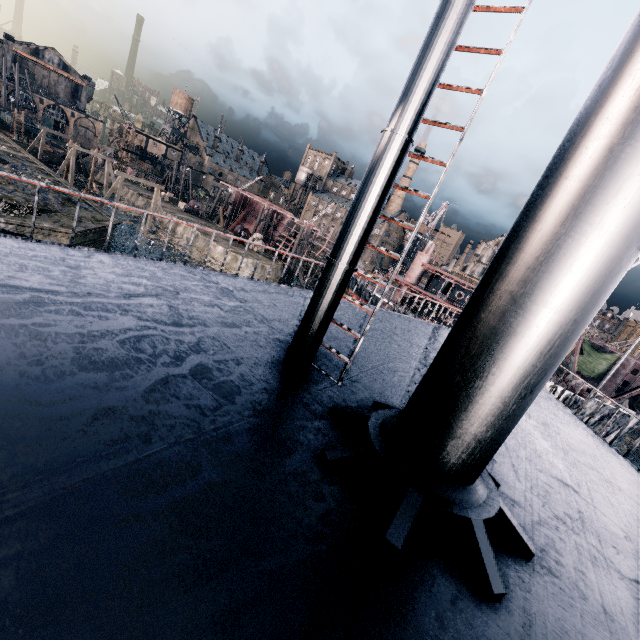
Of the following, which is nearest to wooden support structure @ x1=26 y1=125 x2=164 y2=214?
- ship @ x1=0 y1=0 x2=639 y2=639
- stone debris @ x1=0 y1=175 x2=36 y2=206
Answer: stone debris @ x1=0 y1=175 x2=36 y2=206

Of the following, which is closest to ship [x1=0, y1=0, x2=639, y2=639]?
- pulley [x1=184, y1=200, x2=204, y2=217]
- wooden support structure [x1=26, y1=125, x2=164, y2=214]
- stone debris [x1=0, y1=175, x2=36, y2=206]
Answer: stone debris [x1=0, y1=175, x2=36, y2=206]

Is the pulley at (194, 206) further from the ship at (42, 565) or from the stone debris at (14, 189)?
the ship at (42, 565)

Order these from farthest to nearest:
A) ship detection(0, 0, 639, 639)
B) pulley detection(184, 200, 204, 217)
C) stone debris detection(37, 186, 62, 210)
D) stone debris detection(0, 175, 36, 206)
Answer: pulley detection(184, 200, 204, 217), stone debris detection(37, 186, 62, 210), stone debris detection(0, 175, 36, 206), ship detection(0, 0, 639, 639)

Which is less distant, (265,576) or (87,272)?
(265,576)

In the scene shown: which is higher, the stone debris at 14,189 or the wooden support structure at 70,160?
the wooden support structure at 70,160

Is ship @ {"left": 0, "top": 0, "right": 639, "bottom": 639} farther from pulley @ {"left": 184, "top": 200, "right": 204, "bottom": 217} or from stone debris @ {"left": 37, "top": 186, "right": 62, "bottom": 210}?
pulley @ {"left": 184, "top": 200, "right": 204, "bottom": 217}
